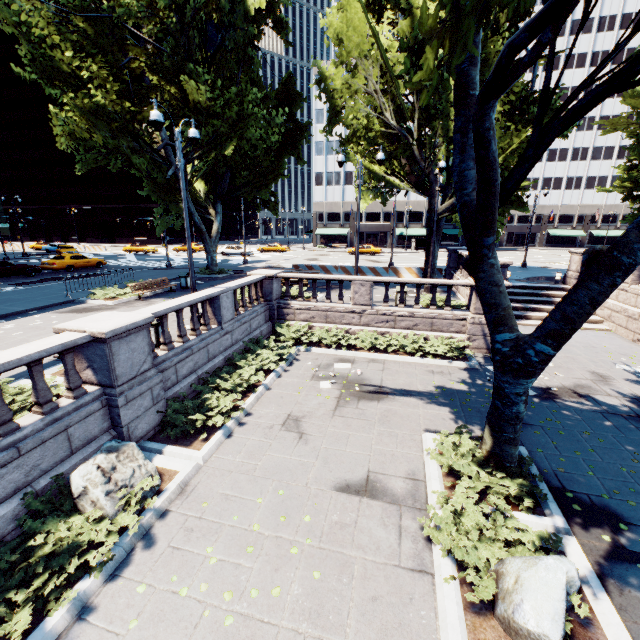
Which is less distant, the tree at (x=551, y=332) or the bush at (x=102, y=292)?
the tree at (x=551, y=332)

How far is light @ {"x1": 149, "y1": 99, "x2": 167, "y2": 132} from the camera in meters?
9.6 m

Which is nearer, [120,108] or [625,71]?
[625,71]

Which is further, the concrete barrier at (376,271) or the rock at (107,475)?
the concrete barrier at (376,271)

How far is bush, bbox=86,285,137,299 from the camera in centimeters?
1698cm

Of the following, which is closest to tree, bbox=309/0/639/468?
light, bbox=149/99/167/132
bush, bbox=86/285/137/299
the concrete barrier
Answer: the concrete barrier

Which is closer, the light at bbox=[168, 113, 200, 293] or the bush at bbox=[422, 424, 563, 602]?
the bush at bbox=[422, 424, 563, 602]

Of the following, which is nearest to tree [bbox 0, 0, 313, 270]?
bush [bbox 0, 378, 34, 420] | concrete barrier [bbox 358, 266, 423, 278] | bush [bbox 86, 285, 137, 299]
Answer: concrete barrier [bbox 358, 266, 423, 278]
